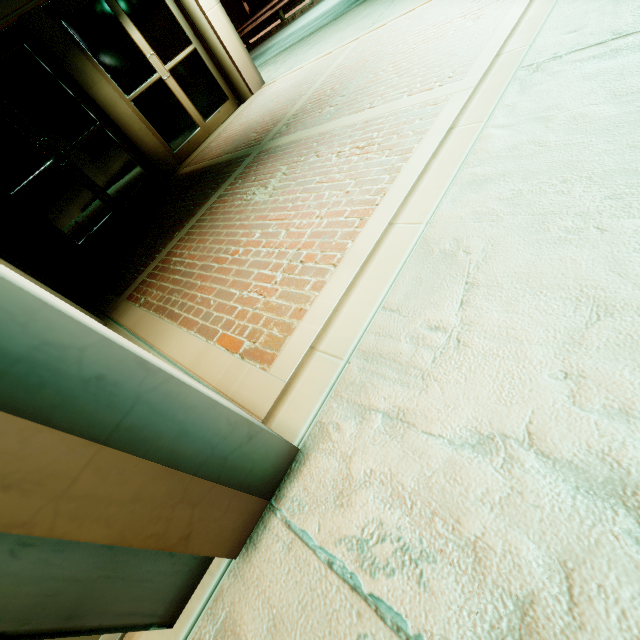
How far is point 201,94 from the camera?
7.4m
